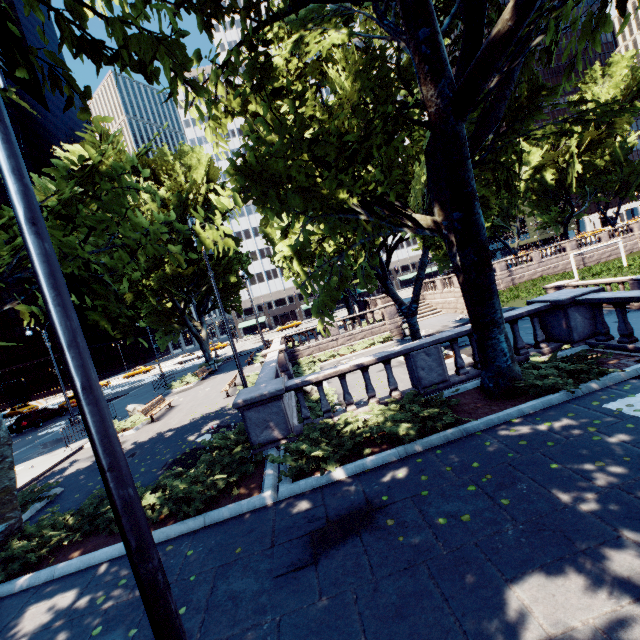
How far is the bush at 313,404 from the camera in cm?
1359

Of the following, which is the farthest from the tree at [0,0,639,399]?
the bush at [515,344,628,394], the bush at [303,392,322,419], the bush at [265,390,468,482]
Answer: the bush at [303,392,322,419]

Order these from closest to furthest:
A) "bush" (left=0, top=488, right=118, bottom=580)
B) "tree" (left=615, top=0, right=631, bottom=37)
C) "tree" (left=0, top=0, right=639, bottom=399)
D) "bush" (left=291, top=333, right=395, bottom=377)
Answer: "tree" (left=615, top=0, right=631, bottom=37)
"tree" (left=0, top=0, right=639, bottom=399)
"bush" (left=0, top=488, right=118, bottom=580)
"bush" (left=291, top=333, right=395, bottom=377)

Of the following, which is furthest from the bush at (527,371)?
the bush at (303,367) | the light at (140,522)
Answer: the bush at (303,367)

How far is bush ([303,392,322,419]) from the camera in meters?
13.6 m

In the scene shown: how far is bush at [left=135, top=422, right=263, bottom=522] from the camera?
6.90m

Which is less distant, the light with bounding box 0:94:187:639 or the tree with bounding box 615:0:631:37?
the light with bounding box 0:94:187:639

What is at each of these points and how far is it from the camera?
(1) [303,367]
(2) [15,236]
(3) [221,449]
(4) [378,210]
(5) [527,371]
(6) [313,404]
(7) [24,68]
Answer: (1) bush, 25.7m
(2) tree, 6.3m
(3) bush, 9.4m
(4) tree, 9.7m
(5) bush, 8.1m
(6) bush, 14.8m
(7) tree, 3.8m
